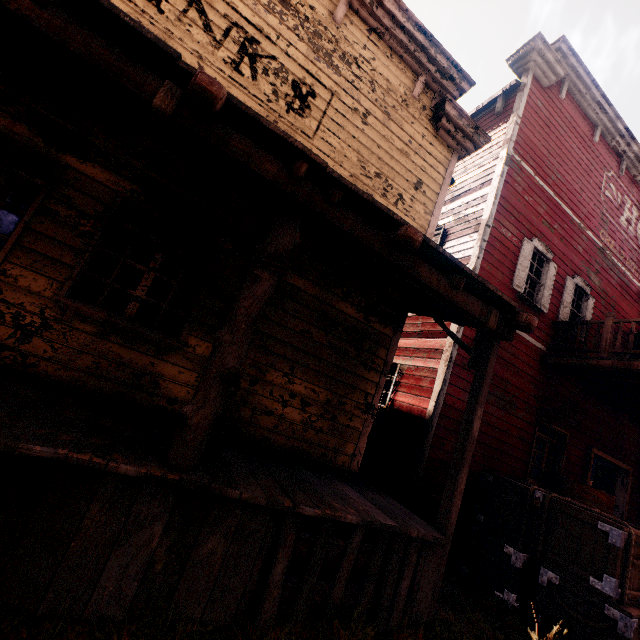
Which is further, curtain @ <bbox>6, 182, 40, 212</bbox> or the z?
curtain @ <bbox>6, 182, 40, 212</bbox>

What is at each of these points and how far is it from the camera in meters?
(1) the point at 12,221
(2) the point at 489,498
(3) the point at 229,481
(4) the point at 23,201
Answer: (1) curtain, 3.6
(2) wooden box, 5.7
(3) building, 2.7
(4) curtain, 3.7

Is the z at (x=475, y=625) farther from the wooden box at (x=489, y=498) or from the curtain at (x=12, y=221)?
the curtain at (x=12, y=221)

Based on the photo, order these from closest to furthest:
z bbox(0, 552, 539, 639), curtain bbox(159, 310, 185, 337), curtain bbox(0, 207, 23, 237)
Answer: z bbox(0, 552, 539, 639)
curtain bbox(0, 207, 23, 237)
curtain bbox(159, 310, 185, 337)

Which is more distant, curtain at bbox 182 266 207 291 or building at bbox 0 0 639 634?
curtain at bbox 182 266 207 291

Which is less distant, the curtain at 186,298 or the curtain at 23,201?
the curtain at 23,201

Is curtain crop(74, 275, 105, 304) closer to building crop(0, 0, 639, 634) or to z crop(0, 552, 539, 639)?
building crop(0, 0, 639, 634)
